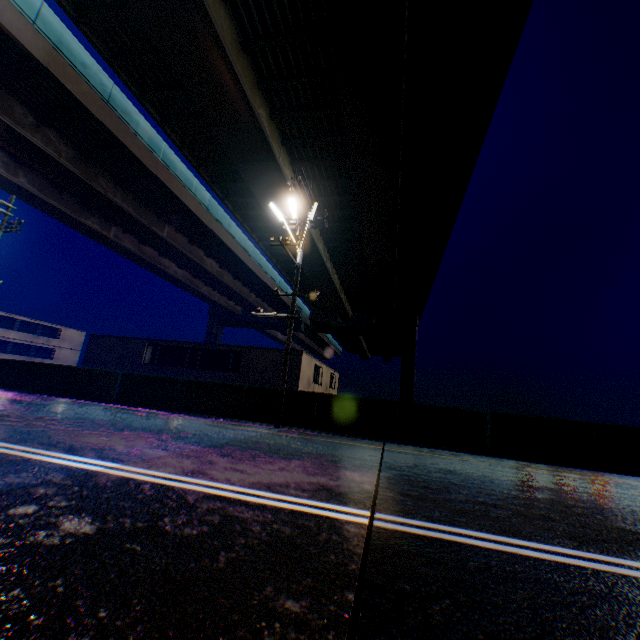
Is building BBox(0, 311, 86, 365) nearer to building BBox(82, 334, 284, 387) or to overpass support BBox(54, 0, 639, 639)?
building BBox(82, 334, 284, 387)

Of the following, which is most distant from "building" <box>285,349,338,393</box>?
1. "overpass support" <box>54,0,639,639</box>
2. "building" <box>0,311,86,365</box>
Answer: "overpass support" <box>54,0,639,639</box>

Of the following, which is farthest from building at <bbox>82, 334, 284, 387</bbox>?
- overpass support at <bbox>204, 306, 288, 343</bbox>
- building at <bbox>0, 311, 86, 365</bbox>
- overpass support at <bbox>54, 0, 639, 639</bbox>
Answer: overpass support at <bbox>204, 306, 288, 343</bbox>

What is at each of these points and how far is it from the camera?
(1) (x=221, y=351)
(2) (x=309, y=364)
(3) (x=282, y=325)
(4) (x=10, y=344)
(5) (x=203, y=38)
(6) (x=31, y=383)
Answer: (1) building, 25.1m
(2) building, 24.9m
(3) overpass support, 51.8m
(4) building, 41.8m
(5) overpass support, 12.0m
(6) overpass support, 14.2m

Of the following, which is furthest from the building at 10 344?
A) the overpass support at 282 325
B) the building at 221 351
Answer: the overpass support at 282 325

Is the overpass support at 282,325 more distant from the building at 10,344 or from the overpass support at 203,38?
the building at 10,344

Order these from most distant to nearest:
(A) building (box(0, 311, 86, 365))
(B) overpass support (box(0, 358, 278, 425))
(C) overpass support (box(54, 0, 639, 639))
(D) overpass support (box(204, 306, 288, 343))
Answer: (D) overpass support (box(204, 306, 288, 343)) < (A) building (box(0, 311, 86, 365)) < (B) overpass support (box(0, 358, 278, 425)) < (C) overpass support (box(54, 0, 639, 639))
